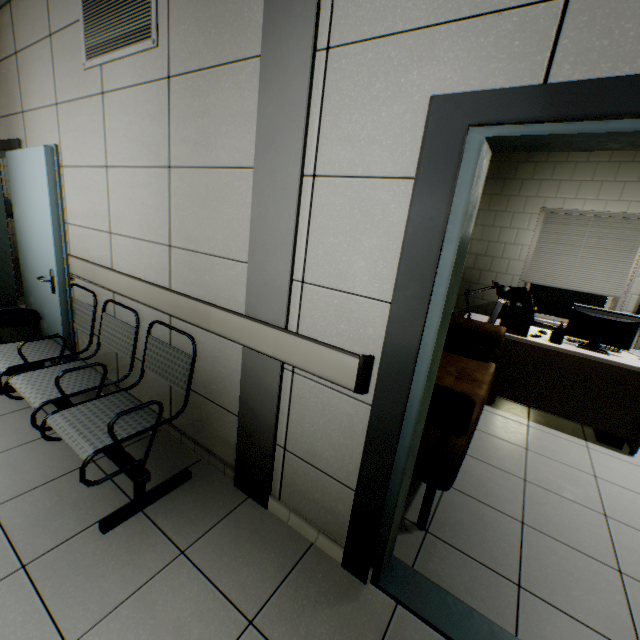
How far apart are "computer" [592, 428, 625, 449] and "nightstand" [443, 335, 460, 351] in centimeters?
154cm

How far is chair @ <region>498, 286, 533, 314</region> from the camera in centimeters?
480cm

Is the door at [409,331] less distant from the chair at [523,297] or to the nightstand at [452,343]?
the nightstand at [452,343]

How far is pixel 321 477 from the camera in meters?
1.7

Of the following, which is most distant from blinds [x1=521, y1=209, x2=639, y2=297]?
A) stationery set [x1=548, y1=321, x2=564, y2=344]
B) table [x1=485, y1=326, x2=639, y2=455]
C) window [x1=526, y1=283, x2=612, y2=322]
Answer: stationery set [x1=548, y1=321, x2=564, y2=344]

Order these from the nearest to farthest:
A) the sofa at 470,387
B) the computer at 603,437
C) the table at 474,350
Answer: the sofa at 470,387 → the computer at 603,437 → the table at 474,350

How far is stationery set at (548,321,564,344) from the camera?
3.24m

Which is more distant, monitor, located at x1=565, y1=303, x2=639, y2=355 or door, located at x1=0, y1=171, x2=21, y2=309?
door, located at x1=0, y1=171, x2=21, y2=309
